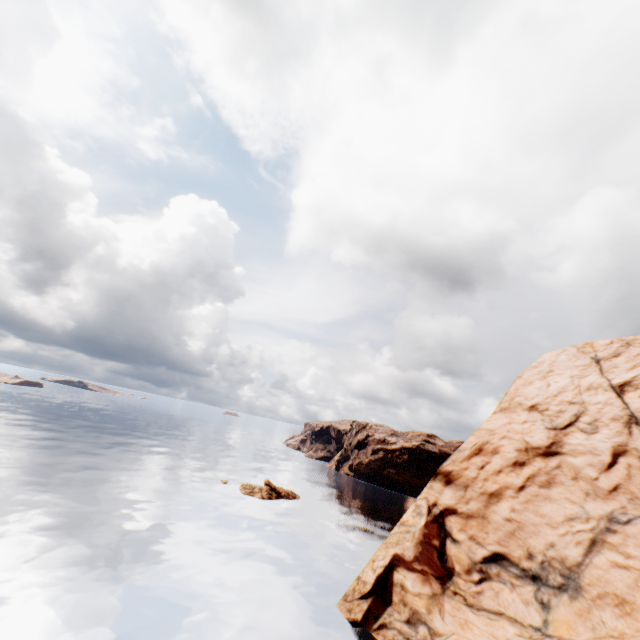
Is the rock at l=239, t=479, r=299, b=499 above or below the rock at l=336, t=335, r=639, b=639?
below

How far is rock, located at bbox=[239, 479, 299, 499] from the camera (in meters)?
50.06

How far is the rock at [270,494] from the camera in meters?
50.1 m

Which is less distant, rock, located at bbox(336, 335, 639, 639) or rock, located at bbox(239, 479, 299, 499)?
rock, located at bbox(336, 335, 639, 639)

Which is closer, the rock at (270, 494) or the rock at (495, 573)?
the rock at (495, 573)

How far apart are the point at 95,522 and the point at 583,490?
42.88m
